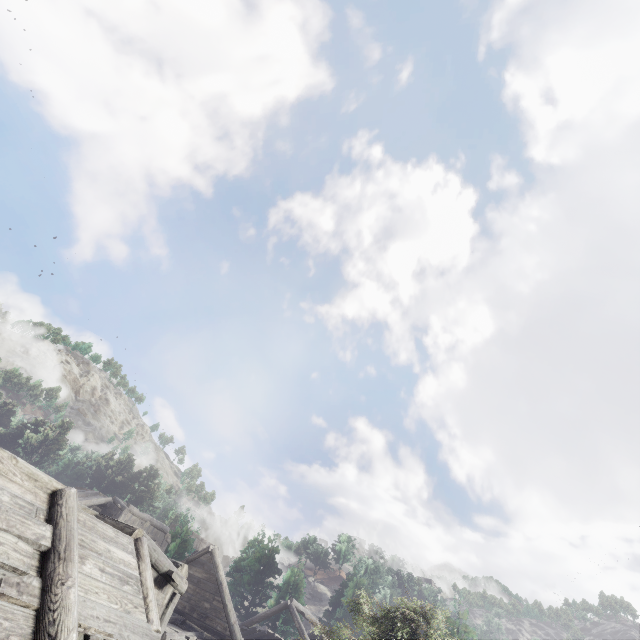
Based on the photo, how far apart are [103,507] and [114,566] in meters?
24.2
